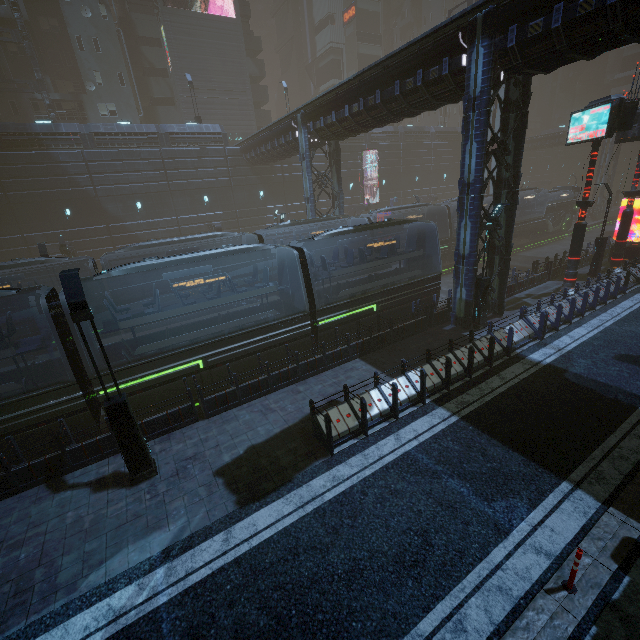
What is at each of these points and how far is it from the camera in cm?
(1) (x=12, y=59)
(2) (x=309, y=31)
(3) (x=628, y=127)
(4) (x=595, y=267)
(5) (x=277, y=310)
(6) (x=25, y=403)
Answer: (1) building, 3253
(2) building, 5741
(3) sign, 1457
(4) street light, 2048
(5) train, 1573
(6) train, 939

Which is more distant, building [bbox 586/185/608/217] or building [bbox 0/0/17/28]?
building [bbox 586/185/608/217]

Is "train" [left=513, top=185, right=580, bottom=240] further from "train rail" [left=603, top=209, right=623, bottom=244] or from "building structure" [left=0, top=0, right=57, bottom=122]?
"building structure" [left=0, top=0, right=57, bottom=122]

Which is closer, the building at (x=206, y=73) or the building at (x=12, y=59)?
the building at (x=206, y=73)

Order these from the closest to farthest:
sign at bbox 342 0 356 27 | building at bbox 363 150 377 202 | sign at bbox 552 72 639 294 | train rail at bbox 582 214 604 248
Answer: sign at bbox 552 72 639 294 → train rail at bbox 582 214 604 248 → building at bbox 363 150 377 202 → sign at bbox 342 0 356 27

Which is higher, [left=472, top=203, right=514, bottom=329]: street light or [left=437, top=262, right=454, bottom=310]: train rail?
[left=472, top=203, right=514, bottom=329]: street light

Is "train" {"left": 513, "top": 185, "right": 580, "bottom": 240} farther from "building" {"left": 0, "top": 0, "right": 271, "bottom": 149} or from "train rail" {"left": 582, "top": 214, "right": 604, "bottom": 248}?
"building" {"left": 0, "top": 0, "right": 271, "bottom": 149}

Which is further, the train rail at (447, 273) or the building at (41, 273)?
the building at (41, 273)
